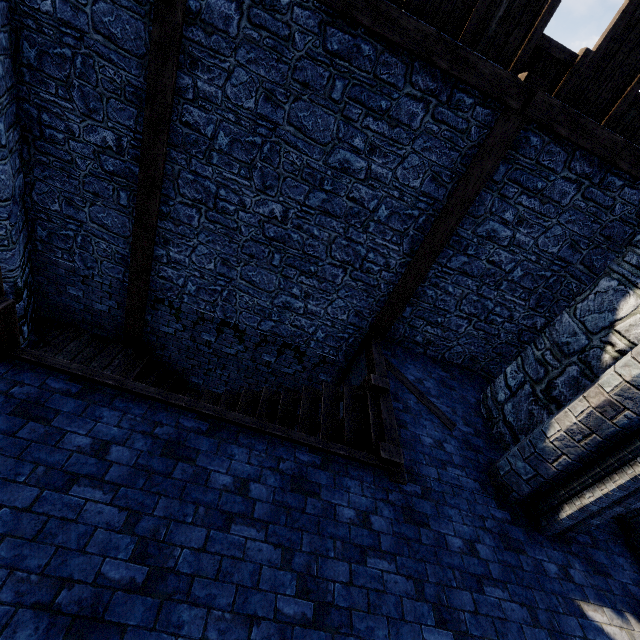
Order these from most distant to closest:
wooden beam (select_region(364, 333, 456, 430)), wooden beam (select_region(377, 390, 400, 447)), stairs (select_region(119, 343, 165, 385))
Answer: stairs (select_region(119, 343, 165, 385))
wooden beam (select_region(364, 333, 456, 430))
wooden beam (select_region(377, 390, 400, 447))

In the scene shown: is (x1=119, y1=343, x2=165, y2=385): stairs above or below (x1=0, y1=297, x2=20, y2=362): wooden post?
below

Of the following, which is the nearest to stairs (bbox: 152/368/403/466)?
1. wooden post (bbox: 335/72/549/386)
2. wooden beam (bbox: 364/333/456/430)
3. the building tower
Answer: wooden beam (bbox: 364/333/456/430)

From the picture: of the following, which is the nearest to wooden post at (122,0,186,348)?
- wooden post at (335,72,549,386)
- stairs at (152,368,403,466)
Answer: stairs at (152,368,403,466)

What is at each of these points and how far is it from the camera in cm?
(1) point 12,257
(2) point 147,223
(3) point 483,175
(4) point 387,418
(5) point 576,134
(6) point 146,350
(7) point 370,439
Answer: (1) building tower, 541
(2) wooden post, 609
(3) wooden post, 537
(4) wooden beam, 521
(5) wooden beam, 496
(6) stairs, 778
(7) stairs, 489

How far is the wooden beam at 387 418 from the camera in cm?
488

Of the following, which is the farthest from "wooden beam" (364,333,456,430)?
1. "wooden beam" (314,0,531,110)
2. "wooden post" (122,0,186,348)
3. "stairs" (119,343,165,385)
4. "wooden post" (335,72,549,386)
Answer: "wooden beam" (314,0,531,110)

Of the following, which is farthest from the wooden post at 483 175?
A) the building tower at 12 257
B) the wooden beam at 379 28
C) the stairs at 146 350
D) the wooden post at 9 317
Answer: the building tower at 12 257
